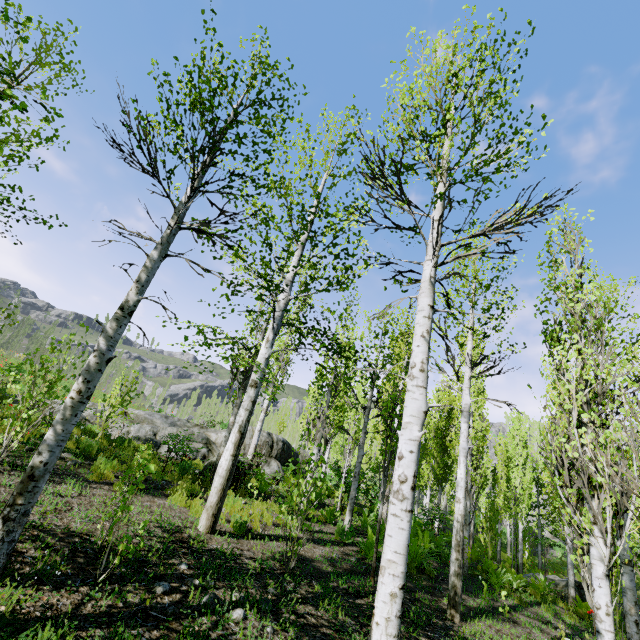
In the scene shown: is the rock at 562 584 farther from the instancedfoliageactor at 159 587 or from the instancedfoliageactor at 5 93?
the instancedfoliageactor at 159 587

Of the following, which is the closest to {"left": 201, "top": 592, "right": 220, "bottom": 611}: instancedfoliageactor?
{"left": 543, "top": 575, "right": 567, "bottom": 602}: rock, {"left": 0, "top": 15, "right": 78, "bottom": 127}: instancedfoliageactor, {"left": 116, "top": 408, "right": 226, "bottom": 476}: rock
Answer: {"left": 0, "top": 15, "right": 78, "bottom": 127}: instancedfoliageactor

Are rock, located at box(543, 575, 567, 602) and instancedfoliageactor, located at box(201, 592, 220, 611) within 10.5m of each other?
no

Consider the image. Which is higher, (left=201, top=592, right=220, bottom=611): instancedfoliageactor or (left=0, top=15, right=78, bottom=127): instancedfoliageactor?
(left=0, top=15, right=78, bottom=127): instancedfoliageactor

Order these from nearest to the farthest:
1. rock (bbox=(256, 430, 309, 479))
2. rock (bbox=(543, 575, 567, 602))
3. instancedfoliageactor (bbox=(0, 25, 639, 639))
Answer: instancedfoliageactor (bbox=(0, 25, 639, 639)) < rock (bbox=(543, 575, 567, 602)) < rock (bbox=(256, 430, 309, 479))

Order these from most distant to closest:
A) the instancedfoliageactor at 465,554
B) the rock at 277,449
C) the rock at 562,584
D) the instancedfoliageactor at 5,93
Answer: the rock at 277,449 → the rock at 562,584 → the instancedfoliageactor at 465,554 → the instancedfoliageactor at 5,93

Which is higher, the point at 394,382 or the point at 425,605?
the point at 394,382

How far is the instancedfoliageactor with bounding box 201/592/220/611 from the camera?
3.5 meters
